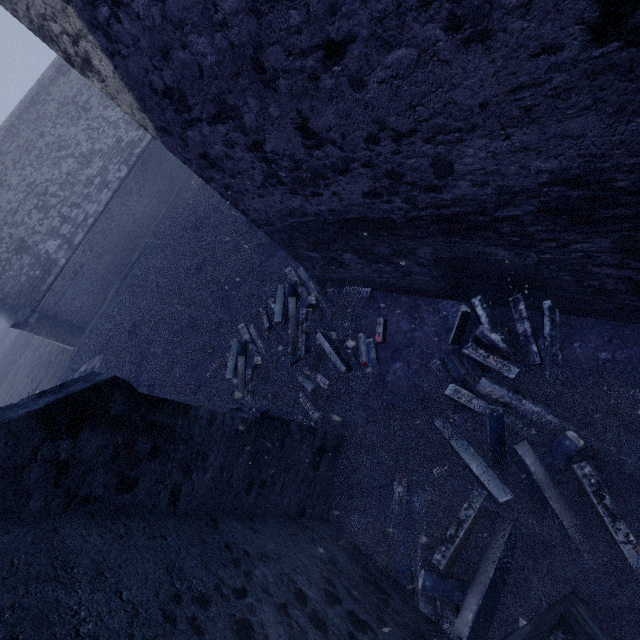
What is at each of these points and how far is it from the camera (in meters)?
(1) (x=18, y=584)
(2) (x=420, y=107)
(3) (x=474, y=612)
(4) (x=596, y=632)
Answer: (1) building, 1.86
(2) building, 2.56
(3) instancedfoliageactor, 3.32
(4) building, 2.64

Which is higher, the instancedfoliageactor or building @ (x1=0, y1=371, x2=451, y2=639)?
building @ (x1=0, y1=371, x2=451, y2=639)

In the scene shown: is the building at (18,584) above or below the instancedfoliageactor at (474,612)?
above

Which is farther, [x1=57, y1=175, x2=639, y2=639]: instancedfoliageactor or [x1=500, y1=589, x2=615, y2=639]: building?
[x1=57, y1=175, x2=639, y2=639]: instancedfoliageactor

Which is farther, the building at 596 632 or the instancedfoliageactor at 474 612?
the instancedfoliageactor at 474 612
